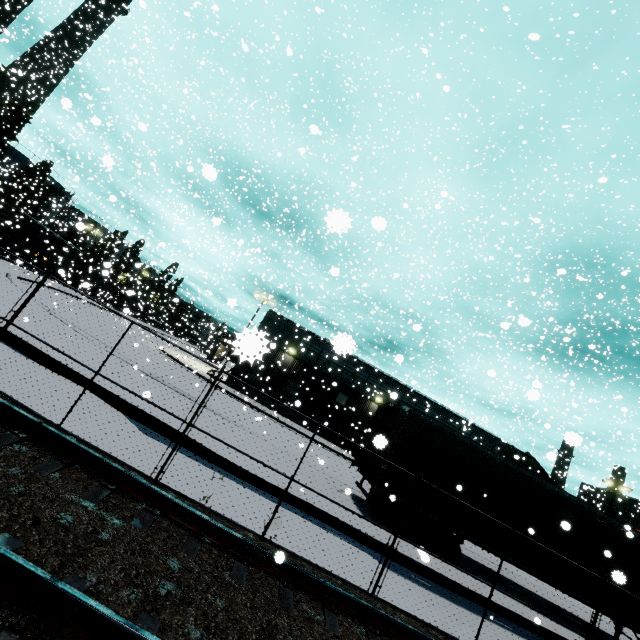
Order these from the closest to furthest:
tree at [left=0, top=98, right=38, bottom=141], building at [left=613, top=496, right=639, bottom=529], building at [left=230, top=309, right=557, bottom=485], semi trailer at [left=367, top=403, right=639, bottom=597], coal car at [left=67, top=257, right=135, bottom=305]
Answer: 1. semi trailer at [left=367, top=403, right=639, bottom=597]
2. building at [left=230, top=309, right=557, bottom=485]
3. coal car at [left=67, top=257, right=135, bottom=305]
4. tree at [left=0, top=98, right=38, bottom=141]
5. building at [left=613, top=496, right=639, bottom=529]

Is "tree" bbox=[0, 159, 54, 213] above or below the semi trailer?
above

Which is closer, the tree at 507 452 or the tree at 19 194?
the tree at 507 452

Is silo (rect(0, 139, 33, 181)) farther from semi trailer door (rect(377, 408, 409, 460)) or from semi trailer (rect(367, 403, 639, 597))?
semi trailer door (rect(377, 408, 409, 460))

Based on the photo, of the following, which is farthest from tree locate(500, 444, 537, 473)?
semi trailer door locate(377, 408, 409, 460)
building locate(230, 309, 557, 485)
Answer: semi trailer door locate(377, 408, 409, 460)

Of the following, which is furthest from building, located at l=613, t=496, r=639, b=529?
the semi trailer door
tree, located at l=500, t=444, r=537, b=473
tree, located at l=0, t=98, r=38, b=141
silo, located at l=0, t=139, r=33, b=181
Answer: tree, located at l=0, t=98, r=38, b=141

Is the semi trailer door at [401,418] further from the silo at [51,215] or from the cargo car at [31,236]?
the silo at [51,215]

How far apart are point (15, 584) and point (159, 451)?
4.67m
